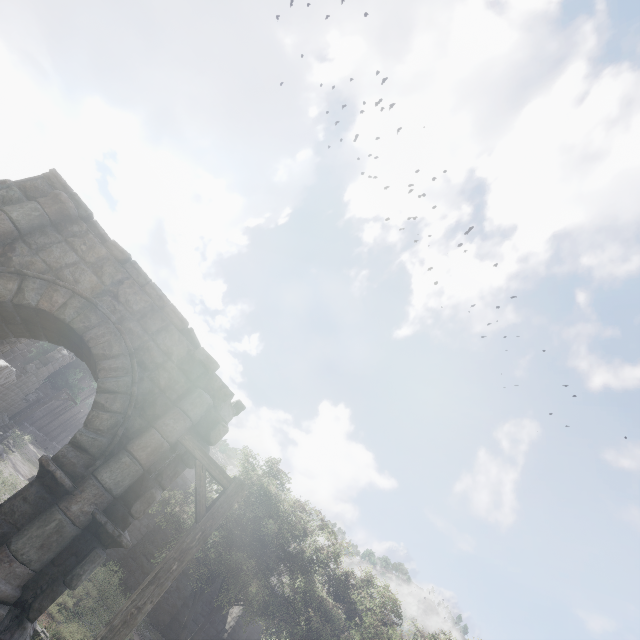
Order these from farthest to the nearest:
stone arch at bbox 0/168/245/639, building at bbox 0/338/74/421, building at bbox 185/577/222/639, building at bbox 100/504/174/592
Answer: building at bbox 185/577/222/639
building at bbox 0/338/74/421
building at bbox 100/504/174/592
stone arch at bbox 0/168/245/639

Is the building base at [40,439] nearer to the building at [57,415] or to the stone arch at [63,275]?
the building at [57,415]

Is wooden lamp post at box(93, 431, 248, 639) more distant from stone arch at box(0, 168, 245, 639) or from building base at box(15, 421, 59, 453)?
building base at box(15, 421, 59, 453)

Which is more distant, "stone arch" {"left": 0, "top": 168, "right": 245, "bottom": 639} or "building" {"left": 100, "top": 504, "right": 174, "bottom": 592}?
"building" {"left": 100, "top": 504, "right": 174, "bottom": 592}

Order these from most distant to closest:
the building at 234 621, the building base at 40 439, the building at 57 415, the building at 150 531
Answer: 1. the building at 57 415
2. the building base at 40 439
3. the building at 234 621
4. the building at 150 531

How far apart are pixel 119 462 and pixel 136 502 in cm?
92

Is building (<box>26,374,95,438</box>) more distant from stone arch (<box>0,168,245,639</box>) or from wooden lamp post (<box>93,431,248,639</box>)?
wooden lamp post (<box>93,431,248,639</box>)

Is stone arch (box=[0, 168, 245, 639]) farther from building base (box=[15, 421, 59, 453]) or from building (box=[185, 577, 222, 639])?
building base (box=[15, 421, 59, 453])
